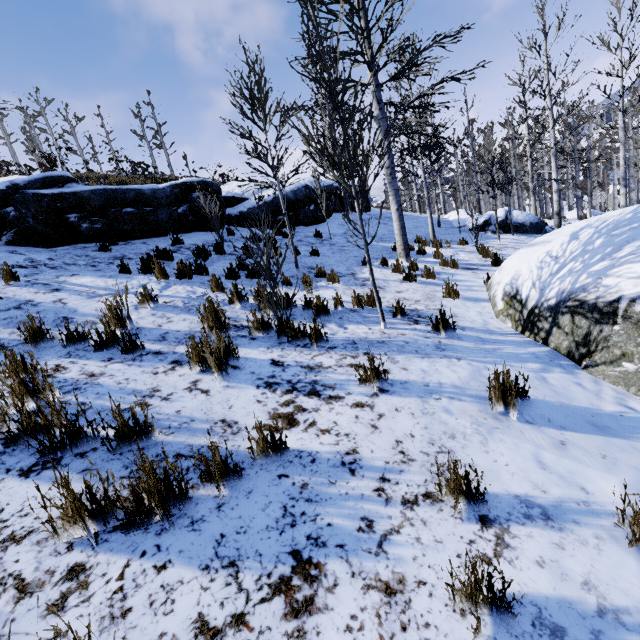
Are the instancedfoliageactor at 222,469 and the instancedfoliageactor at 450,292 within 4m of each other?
no

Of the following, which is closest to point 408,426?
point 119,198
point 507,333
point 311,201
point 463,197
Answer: point 507,333

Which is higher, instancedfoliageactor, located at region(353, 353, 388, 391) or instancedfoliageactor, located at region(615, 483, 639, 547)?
instancedfoliageactor, located at region(353, 353, 388, 391)

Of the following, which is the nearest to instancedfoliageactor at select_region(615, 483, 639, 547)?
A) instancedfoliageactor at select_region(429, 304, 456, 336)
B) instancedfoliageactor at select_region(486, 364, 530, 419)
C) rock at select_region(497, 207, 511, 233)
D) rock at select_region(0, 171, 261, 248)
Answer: instancedfoliageactor at select_region(486, 364, 530, 419)

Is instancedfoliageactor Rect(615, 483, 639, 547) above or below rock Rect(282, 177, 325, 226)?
below

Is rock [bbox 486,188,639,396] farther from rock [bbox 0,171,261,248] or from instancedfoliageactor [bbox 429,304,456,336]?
rock [bbox 0,171,261,248]

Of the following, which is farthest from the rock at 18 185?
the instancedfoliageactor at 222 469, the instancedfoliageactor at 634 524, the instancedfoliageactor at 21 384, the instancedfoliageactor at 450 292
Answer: the instancedfoliageactor at 634 524

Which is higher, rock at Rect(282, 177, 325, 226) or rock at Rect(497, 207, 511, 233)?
rock at Rect(282, 177, 325, 226)
